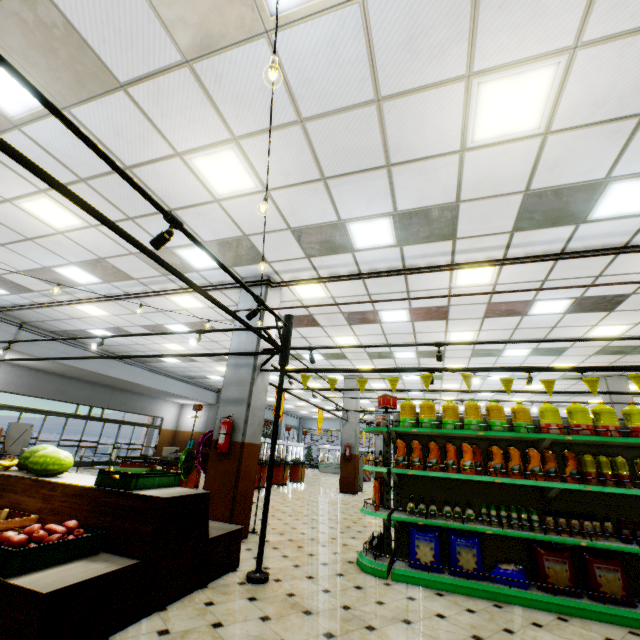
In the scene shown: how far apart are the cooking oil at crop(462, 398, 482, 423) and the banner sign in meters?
1.4

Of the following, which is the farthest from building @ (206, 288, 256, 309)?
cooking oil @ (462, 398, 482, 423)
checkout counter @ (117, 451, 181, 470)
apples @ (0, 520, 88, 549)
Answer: cooking oil @ (462, 398, 482, 423)

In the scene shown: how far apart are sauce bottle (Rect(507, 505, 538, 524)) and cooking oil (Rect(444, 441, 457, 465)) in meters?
0.4

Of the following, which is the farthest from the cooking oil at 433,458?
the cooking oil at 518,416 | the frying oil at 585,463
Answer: the frying oil at 585,463

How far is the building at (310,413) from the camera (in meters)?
24.90

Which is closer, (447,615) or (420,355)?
(447,615)

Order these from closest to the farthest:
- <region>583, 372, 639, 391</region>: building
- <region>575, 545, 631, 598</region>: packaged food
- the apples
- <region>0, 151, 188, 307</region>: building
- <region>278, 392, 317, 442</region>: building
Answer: the apples, <region>575, 545, 631, 598</region>: packaged food, <region>0, 151, 188, 307</region>: building, <region>583, 372, 639, 391</region>: building, <region>278, 392, 317, 442</region>: building

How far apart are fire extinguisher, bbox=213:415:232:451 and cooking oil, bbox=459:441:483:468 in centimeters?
338cm
